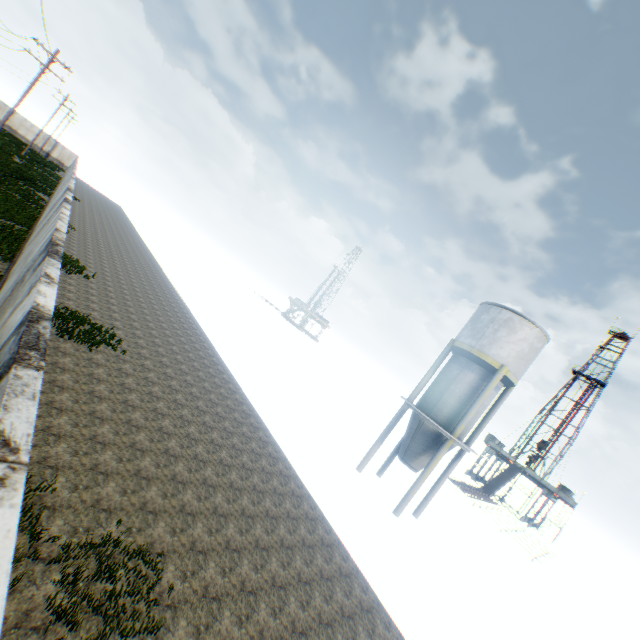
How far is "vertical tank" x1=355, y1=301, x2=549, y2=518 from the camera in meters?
17.1

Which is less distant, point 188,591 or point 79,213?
point 188,591

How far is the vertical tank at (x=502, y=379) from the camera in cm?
1714
